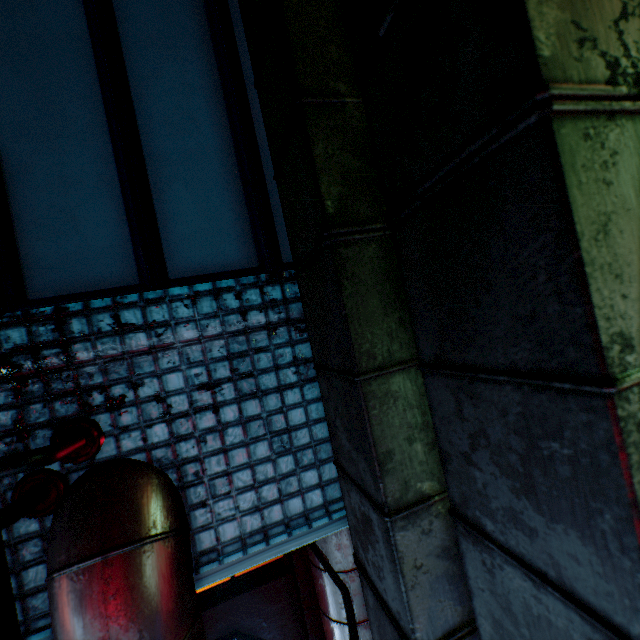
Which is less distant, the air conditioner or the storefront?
the air conditioner

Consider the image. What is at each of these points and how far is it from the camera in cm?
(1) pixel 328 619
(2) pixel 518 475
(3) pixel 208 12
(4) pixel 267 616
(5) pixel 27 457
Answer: (1) air duct, 127
(2) air duct, 41
(3) window, 119
(4) storefront, 144
(5) air conditioner, 70

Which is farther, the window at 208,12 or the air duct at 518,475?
the window at 208,12

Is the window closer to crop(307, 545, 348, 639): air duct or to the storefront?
crop(307, 545, 348, 639): air duct

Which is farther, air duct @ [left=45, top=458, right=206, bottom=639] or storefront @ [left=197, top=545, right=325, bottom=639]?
storefront @ [left=197, top=545, right=325, bottom=639]

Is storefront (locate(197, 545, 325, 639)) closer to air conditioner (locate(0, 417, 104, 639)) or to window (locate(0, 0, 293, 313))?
air conditioner (locate(0, 417, 104, 639))

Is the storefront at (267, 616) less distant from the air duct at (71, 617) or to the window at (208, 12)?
the air duct at (71, 617)
